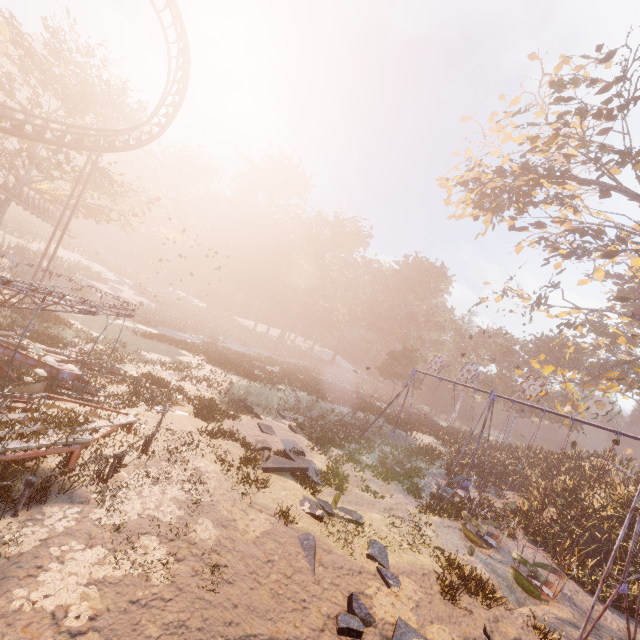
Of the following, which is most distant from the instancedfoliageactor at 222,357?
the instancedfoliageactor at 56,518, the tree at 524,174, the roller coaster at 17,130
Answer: the tree at 524,174

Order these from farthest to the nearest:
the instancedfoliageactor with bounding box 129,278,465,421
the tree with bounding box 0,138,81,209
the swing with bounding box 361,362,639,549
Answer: the instancedfoliageactor with bounding box 129,278,465,421 < the tree with bounding box 0,138,81,209 < the swing with bounding box 361,362,639,549

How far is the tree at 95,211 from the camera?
25.9m

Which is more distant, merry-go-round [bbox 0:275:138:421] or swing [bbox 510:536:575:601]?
swing [bbox 510:536:575:601]

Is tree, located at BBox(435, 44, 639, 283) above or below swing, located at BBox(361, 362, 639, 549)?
above

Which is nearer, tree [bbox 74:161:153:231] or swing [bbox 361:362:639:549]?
swing [bbox 361:362:639:549]

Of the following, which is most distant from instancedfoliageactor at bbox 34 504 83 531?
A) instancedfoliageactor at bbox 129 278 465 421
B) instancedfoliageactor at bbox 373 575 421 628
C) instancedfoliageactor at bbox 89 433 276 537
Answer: instancedfoliageactor at bbox 129 278 465 421

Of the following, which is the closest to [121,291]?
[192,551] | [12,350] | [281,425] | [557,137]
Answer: [281,425]
